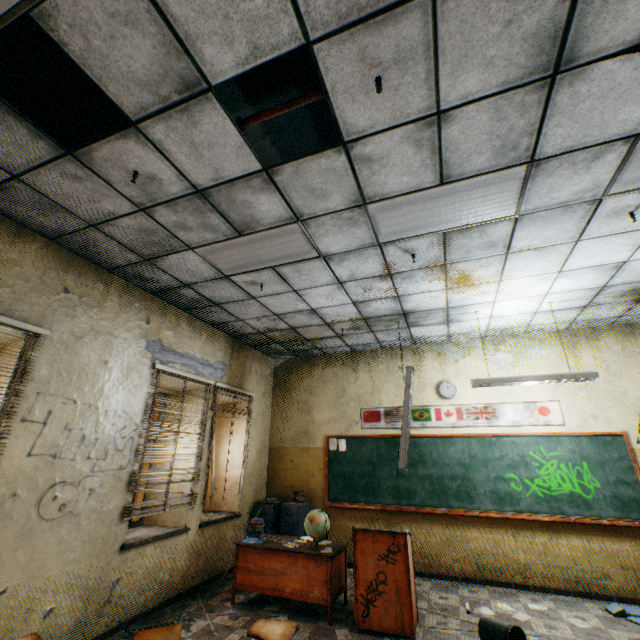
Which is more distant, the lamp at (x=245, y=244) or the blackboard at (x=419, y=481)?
the blackboard at (x=419, y=481)

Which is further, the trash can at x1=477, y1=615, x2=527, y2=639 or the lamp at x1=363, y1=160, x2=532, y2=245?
the trash can at x1=477, y1=615, x2=527, y2=639

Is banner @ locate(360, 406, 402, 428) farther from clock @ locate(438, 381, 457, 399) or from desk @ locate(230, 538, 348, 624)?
desk @ locate(230, 538, 348, 624)

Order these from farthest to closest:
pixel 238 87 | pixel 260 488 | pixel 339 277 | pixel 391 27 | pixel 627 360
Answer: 1. pixel 260 488
2. pixel 627 360
3. pixel 339 277
4. pixel 238 87
5. pixel 391 27

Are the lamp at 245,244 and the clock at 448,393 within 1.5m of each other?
no

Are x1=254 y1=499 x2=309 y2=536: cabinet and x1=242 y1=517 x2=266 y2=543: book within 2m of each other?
yes

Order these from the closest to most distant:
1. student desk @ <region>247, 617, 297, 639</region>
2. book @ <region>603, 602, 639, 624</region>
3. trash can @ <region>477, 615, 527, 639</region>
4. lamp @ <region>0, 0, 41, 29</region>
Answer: lamp @ <region>0, 0, 41, 29</region>, student desk @ <region>247, 617, 297, 639</region>, trash can @ <region>477, 615, 527, 639</region>, book @ <region>603, 602, 639, 624</region>

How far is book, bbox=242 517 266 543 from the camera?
4.54m
